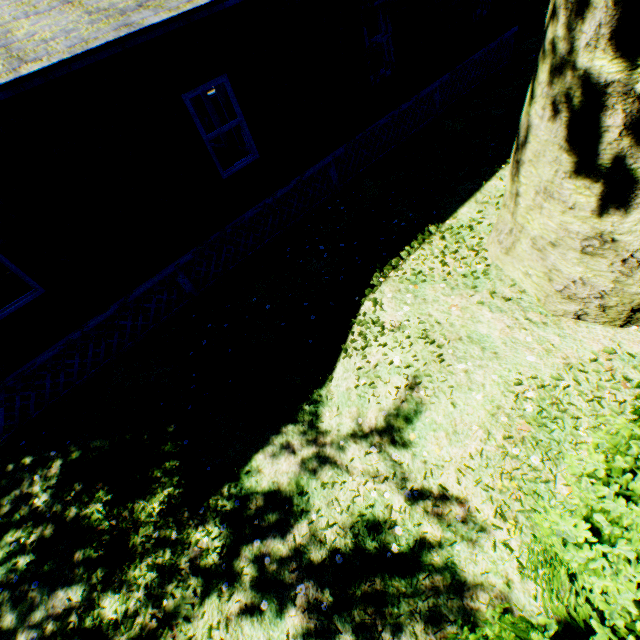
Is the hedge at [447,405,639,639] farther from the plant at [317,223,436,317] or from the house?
the house

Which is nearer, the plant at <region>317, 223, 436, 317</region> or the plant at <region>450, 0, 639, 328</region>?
the plant at <region>450, 0, 639, 328</region>

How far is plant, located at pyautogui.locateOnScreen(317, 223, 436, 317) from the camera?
5.5 meters

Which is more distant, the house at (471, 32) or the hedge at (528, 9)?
the hedge at (528, 9)

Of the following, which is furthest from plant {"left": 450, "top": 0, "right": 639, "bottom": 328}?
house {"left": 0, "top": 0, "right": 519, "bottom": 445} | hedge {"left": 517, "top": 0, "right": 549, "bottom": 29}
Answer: house {"left": 0, "top": 0, "right": 519, "bottom": 445}

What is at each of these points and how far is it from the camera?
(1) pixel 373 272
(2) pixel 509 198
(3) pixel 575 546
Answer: (1) plant, 5.69m
(2) plant, 4.66m
(3) hedge, 1.99m

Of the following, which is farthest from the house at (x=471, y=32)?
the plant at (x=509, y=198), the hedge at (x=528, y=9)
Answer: the hedge at (x=528, y=9)
